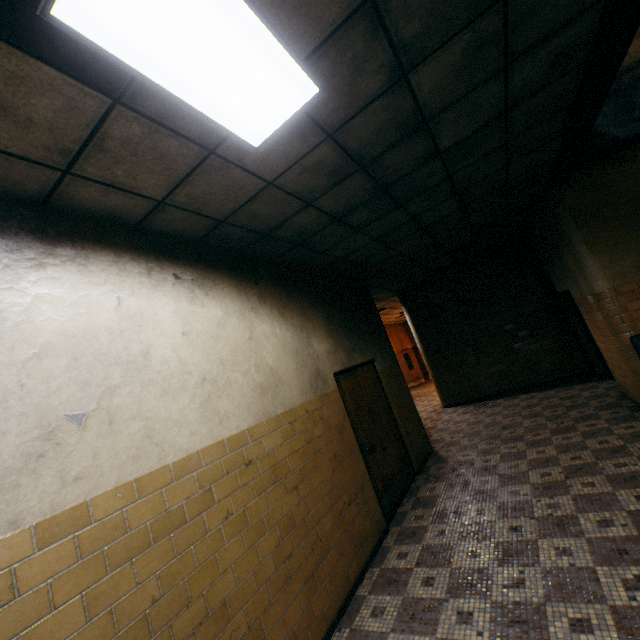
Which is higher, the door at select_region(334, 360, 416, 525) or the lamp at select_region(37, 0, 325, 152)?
the lamp at select_region(37, 0, 325, 152)

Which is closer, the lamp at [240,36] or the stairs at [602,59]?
the lamp at [240,36]

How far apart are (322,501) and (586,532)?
2.5m

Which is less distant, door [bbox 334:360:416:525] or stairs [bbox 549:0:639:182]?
stairs [bbox 549:0:639:182]

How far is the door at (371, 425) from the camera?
4.7m

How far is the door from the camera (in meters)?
4.68

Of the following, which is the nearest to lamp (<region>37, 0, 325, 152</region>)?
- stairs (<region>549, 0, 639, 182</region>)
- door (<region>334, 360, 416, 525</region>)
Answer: stairs (<region>549, 0, 639, 182</region>)
